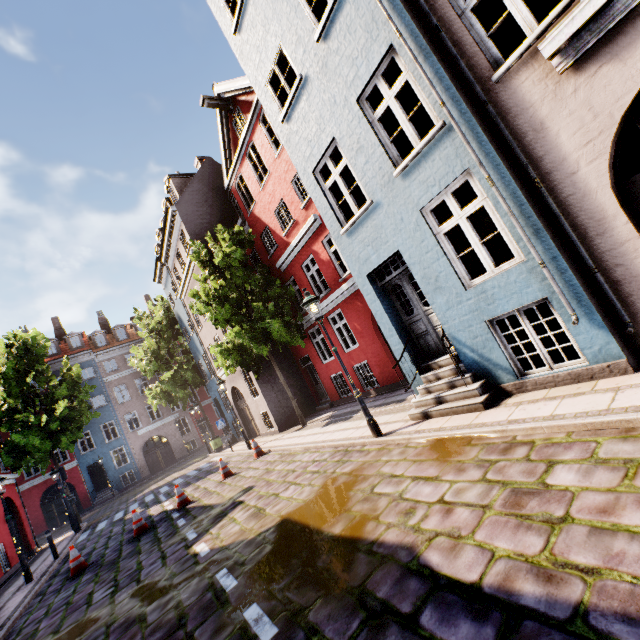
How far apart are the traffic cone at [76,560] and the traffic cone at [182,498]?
2.4m

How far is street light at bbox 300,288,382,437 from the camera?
7.4m

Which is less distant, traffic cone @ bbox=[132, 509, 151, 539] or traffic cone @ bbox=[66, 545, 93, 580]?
traffic cone @ bbox=[66, 545, 93, 580]

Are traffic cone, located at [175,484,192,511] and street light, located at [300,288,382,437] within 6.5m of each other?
no

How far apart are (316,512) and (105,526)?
15.4m

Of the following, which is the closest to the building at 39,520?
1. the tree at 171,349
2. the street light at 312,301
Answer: the street light at 312,301

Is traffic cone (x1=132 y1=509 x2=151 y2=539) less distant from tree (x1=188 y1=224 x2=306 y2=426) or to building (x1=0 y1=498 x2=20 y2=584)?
building (x1=0 y1=498 x2=20 y2=584)

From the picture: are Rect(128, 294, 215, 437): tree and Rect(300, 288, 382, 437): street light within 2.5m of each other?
no
